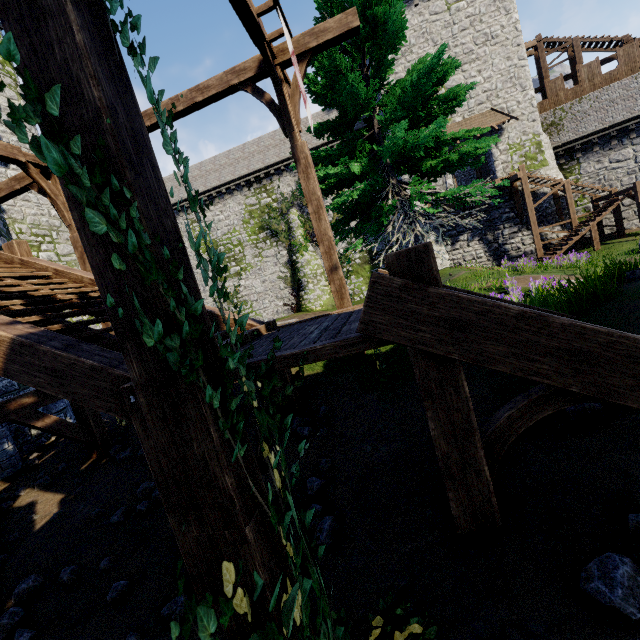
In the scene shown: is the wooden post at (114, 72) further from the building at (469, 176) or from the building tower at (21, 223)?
the building at (469, 176)

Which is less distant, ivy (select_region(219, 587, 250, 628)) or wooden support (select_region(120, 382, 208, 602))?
ivy (select_region(219, 587, 250, 628))

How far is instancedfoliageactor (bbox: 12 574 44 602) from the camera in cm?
431

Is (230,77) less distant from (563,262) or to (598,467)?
(598,467)

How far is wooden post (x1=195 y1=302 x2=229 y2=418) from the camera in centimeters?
149cm

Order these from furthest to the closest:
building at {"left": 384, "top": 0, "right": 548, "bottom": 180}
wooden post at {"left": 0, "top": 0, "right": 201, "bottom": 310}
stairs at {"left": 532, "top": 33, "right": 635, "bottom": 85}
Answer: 1. stairs at {"left": 532, "top": 33, "right": 635, "bottom": 85}
2. building at {"left": 384, "top": 0, "right": 548, "bottom": 180}
3. wooden post at {"left": 0, "top": 0, "right": 201, "bottom": 310}

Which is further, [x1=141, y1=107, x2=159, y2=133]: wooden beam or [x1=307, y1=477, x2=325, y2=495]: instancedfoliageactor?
[x1=141, y1=107, x2=159, y2=133]: wooden beam

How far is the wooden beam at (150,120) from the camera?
7.17m
